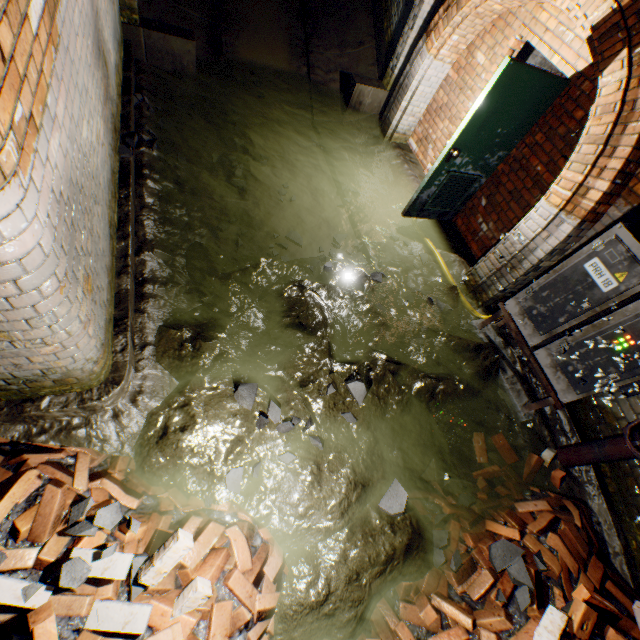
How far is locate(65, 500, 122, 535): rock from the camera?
1.9 meters

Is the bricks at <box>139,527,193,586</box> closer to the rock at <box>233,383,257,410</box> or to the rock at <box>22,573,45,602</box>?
the rock at <box>22,573,45,602</box>

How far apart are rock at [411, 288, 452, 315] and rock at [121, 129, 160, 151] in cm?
393

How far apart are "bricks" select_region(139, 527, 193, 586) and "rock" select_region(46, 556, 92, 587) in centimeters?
3cm

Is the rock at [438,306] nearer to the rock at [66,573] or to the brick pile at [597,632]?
the brick pile at [597,632]

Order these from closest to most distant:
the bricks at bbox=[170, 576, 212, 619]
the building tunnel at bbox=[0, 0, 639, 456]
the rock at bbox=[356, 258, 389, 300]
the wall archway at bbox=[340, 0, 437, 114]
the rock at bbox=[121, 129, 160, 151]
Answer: the building tunnel at bbox=[0, 0, 639, 456], the bricks at bbox=[170, 576, 212, 619], the rock at bbox=[121, 129, 160, 151], the rock at bbox=[356, 258, 389, 300], the wall archway at bbox=[340, 0, 437, 114]

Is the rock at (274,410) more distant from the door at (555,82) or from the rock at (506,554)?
the door at (555,82)

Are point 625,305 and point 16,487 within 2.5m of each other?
no
